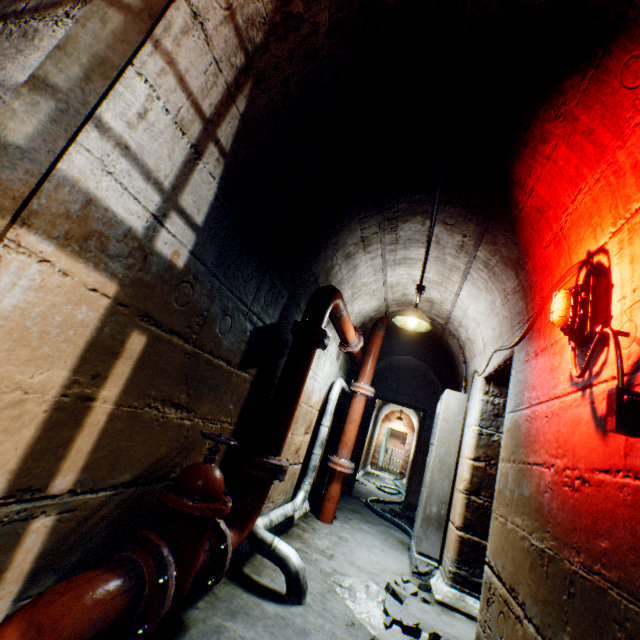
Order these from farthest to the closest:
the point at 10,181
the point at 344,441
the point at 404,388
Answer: the point at 404,388, the point at 344,441, the point at 10,181

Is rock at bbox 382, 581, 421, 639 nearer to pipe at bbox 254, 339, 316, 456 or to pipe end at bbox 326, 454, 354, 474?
pipe at bbox 254, 339, 316, 456

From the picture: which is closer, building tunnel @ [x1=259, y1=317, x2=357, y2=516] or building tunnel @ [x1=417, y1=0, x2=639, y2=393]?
building tunnel @ [x1=417, y1=0, x2=639, y2=393]

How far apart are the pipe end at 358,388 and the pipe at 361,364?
0.0m

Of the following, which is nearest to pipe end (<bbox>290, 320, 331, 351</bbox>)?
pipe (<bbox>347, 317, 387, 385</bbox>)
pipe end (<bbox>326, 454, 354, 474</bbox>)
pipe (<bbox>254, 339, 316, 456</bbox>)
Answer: pipe (<bbox>254, 339, 316, 456</bbox>)

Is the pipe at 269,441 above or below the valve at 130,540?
above

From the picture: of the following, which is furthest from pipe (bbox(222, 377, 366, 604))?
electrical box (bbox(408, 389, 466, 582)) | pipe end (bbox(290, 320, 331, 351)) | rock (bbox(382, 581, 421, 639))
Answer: electrical box (bbox(408, 389, 466, 582))

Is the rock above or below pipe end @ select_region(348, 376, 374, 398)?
below
